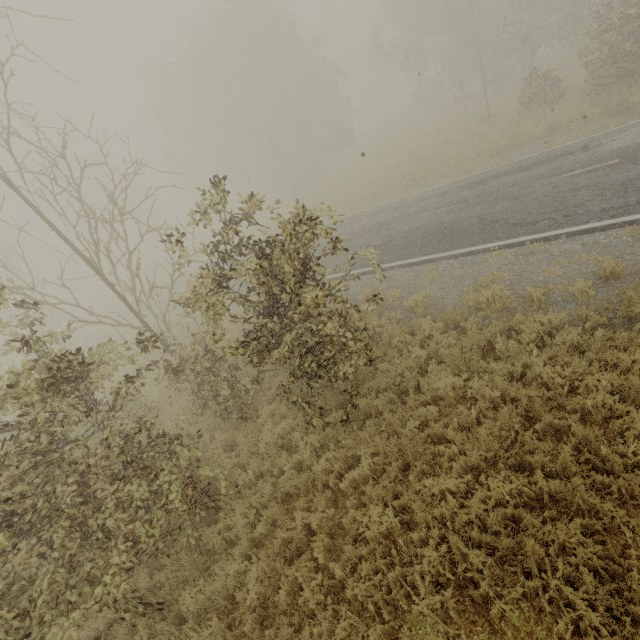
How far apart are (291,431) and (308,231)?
5.2m
